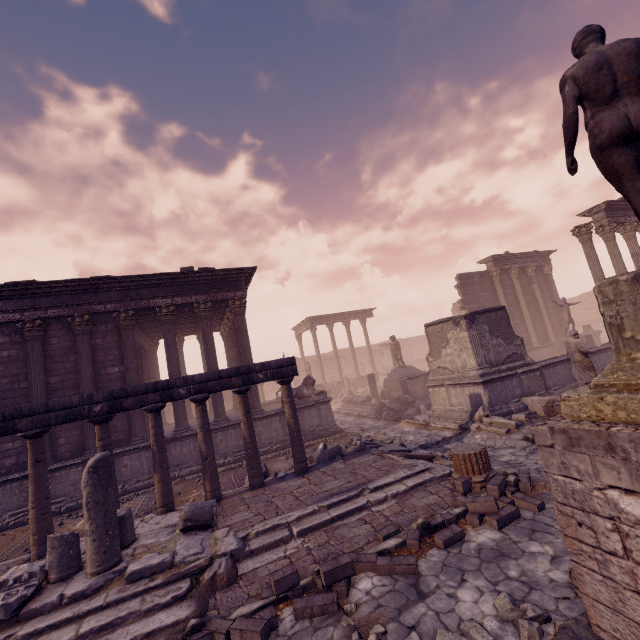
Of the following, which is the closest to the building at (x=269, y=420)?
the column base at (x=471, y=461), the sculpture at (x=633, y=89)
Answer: the column base at (x=471, y=461)

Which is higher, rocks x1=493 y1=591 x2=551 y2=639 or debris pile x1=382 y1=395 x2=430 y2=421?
debris pile x1=382 y1=395 x2=430 y2=421

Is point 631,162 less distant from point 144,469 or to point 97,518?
point 97,518

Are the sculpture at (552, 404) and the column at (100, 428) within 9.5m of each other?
no

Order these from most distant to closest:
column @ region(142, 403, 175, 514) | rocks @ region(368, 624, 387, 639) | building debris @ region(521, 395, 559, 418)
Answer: building debris @ region(521, 395, 559, 418)
column @ region(142, 403, 175, 514)
rocks @ region(368, 624, 387, 639)

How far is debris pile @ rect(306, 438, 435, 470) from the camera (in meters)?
8.32

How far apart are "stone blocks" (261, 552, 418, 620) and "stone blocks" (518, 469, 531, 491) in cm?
250

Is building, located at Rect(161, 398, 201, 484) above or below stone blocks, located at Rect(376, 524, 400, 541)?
above
